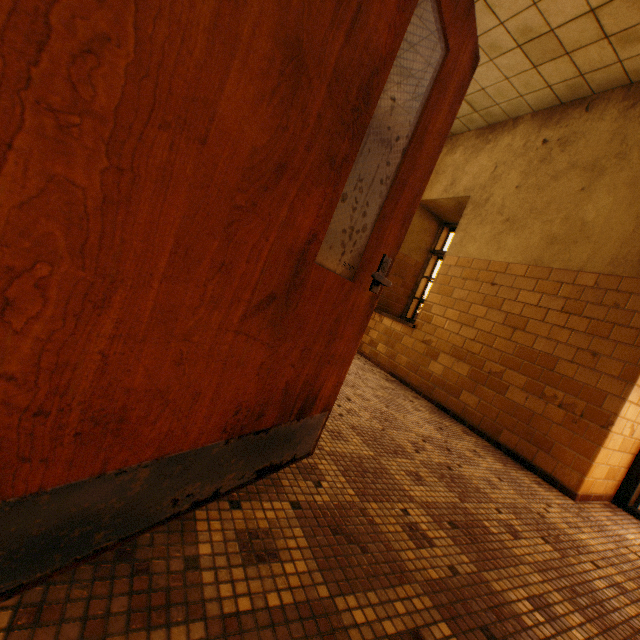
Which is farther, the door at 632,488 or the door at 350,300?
the door at 632,488

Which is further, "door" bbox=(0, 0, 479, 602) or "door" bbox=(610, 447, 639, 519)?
"door" bbox=(610, 447, 639, 519)

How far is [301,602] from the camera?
1.0m
